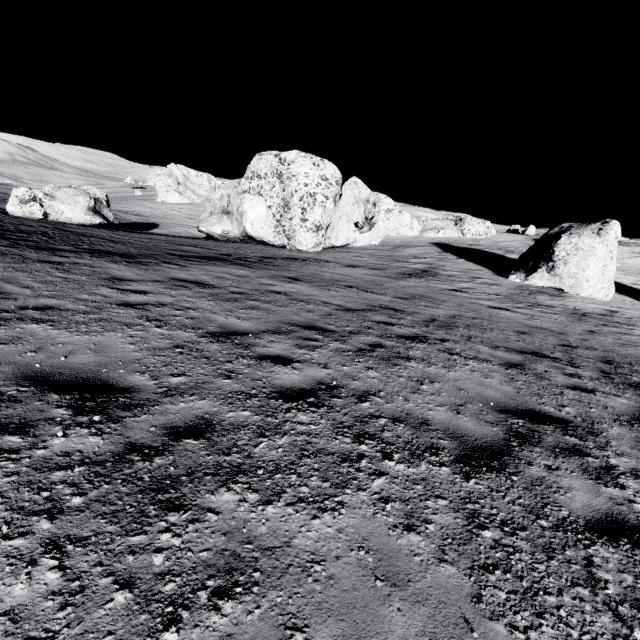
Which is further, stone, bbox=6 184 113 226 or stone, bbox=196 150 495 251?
stone, bbox=196 150 495 251

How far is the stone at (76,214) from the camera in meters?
19.8

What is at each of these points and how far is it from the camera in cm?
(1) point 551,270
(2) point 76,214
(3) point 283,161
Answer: (1) stone, 2047
(2) stone, 2178
(3) stone, 2408

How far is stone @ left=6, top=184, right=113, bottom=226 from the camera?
→ 19.75m

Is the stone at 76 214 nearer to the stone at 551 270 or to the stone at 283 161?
the stone at 283 161

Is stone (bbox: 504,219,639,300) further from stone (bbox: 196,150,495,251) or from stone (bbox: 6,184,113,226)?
stone (bbox: 6,184,113,226)

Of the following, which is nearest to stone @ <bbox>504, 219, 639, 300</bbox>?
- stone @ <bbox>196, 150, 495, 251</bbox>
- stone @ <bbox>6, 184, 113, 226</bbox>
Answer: stone @ <bbox>196, 150, 495, 251</bbox>
